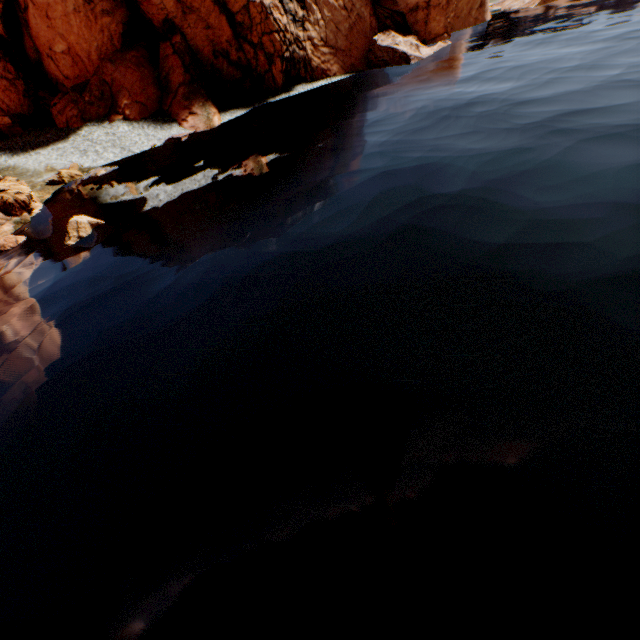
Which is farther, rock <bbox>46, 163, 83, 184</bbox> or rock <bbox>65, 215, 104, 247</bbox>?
rock <bbox>46, 163, 83, 184</bbox>

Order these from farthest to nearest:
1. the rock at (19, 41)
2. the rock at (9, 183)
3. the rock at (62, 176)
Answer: the rock at (19, 41) < the rock at (62, 176) < the rock at (9, 183)

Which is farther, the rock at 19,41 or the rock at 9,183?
the rock at 19,41

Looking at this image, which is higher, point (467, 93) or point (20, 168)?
point (20, 168)

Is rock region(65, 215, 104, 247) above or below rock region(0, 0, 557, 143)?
below

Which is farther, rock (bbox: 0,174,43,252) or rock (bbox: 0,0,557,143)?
rock (bbox: 0,0,557,143)

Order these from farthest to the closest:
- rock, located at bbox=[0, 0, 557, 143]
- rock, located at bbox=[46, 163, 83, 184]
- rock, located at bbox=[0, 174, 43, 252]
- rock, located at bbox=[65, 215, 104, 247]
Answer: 1. rock, located at bbox=[0, 0, 557, 143]
2. rock, located at bbox=[46, 163, 83, 184]
3. rock, located at bbox=[0, 174, 43, 252]
4. rock, located at bbox=[65, 215, 104, 247]

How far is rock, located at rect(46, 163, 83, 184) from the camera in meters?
26.6
